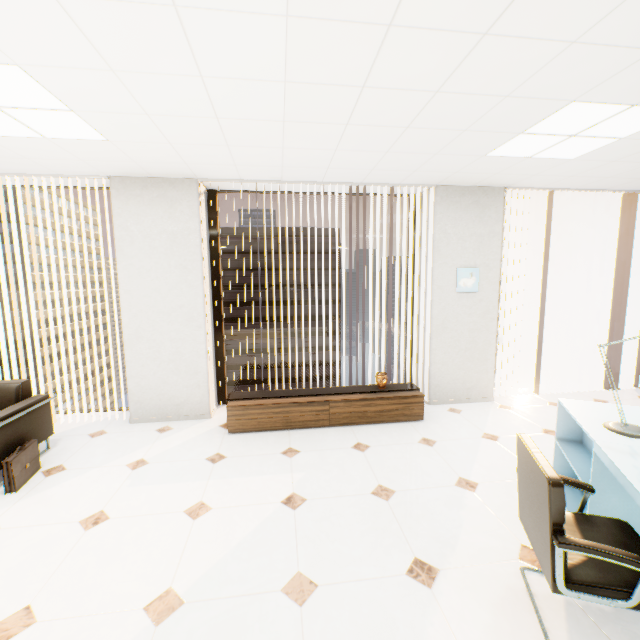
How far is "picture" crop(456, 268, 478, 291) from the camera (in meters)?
4.38

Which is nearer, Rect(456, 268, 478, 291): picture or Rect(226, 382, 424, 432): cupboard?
Rect(226, 382, 424, 432): cupboard

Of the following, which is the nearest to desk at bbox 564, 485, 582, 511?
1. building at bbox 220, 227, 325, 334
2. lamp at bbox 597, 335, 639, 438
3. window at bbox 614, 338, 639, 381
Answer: lamp at bbox 597, 335, 639, 438

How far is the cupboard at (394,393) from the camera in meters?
3.8 m

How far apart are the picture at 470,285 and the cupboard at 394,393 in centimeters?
141cm

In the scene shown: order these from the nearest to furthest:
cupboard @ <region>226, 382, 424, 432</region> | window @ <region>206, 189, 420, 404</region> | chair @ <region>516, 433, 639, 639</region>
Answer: chair @ <region>516, 433, 639, 639</region>, cupboard @ <region>226, 382, 424, 432</region>, window @ <region>206, 189, 420, 404</region>

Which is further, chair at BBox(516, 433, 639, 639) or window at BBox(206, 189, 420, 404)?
window at BBox(206, 189, 420, 404)

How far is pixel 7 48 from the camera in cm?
168
